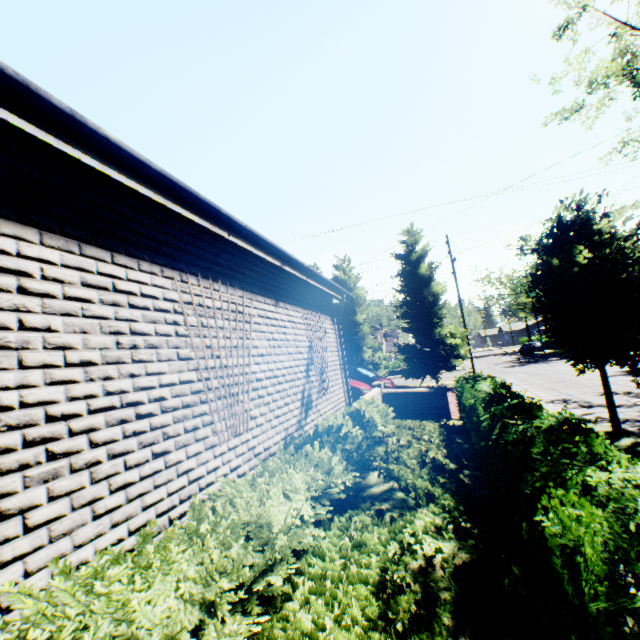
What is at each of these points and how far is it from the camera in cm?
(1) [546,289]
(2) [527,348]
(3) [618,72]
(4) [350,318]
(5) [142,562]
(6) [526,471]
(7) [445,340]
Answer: (1) tree, 929
(2) car, 4491
(3) tree, 1834
(4) tree, 2430
(5) hedge, 196
(6) hedge, 325
(7) tree, 2236

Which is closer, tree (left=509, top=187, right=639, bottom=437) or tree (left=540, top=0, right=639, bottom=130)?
tree (left=509, top=187, right=639, bottom=437)

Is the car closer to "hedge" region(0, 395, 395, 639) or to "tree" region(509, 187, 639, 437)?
"tree" region(509, 187, 639, 437)

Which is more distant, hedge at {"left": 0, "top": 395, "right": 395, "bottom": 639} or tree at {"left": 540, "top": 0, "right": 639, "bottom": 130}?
tree at {"left": 540, "top": 0, "right": 639, "bottom": 130}

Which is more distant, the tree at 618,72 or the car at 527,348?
the car at 527,348

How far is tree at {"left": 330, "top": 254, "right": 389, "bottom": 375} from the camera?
24.1 meters

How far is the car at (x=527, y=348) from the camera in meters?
44.2 m
